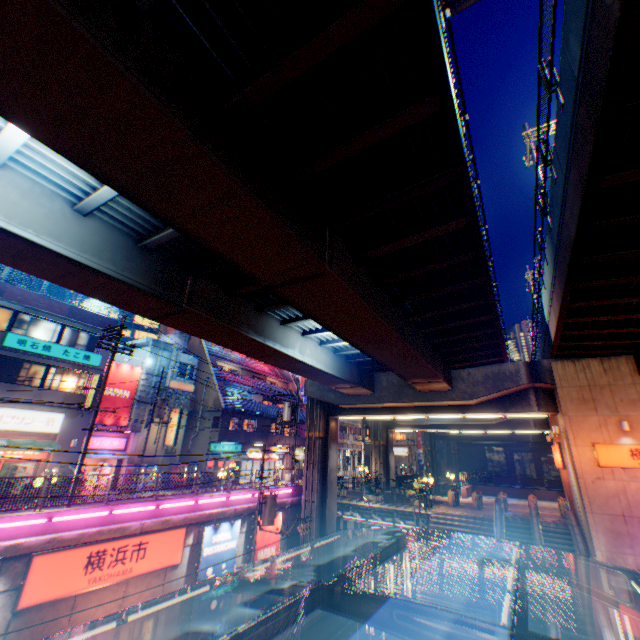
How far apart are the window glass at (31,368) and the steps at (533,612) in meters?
29.2 m

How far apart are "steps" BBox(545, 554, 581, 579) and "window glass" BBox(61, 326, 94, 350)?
32.4m

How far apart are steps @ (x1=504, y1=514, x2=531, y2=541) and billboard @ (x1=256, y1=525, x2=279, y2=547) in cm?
1335

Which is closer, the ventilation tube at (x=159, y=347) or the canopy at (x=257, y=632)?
the canopy at (x=257, y=632)

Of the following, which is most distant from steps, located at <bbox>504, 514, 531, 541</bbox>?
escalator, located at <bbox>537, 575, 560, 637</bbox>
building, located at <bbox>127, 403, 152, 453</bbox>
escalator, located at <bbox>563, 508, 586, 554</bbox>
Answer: building, located at <bbox>127, 403, 152, 453</bbox>

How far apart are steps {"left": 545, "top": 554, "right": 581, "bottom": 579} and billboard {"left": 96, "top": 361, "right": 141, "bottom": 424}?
30.28m

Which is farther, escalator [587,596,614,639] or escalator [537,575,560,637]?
escalator [537,575,560,637]

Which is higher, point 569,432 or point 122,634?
point 569,432
